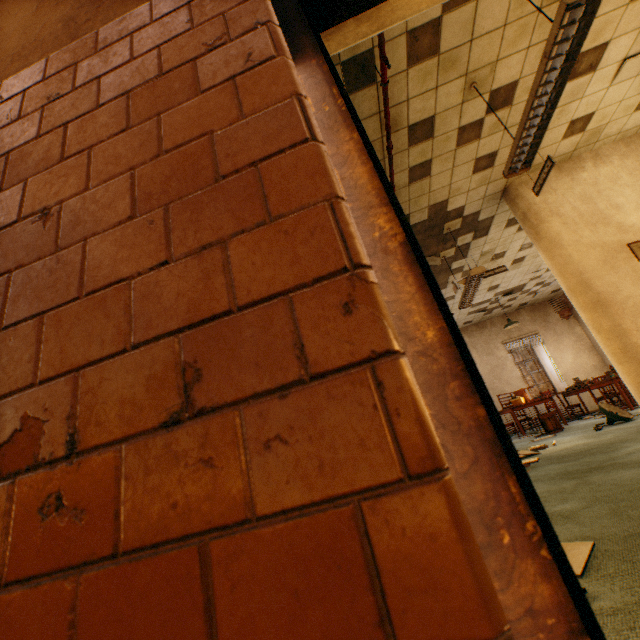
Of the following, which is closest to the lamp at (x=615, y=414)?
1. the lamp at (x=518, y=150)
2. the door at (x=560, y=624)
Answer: the lamp at (x=518, y=150)

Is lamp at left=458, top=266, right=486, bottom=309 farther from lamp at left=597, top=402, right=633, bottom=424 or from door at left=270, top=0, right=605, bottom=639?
door at left=270, top=0, right=605, bottom=639

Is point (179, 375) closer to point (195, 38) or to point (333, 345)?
point (333, 345)

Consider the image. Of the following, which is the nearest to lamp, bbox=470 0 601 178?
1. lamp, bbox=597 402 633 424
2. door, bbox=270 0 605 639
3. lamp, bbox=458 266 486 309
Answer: door, bbox=270 0 605 639

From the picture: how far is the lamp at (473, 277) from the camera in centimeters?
545cm

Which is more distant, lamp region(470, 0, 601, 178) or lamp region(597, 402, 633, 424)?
lamp region(597, 402, 633, 424)

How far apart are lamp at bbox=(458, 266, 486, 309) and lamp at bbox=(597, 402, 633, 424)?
2.7m

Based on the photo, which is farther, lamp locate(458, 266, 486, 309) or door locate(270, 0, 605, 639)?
lamp locate(458, 266, 486, 309)
